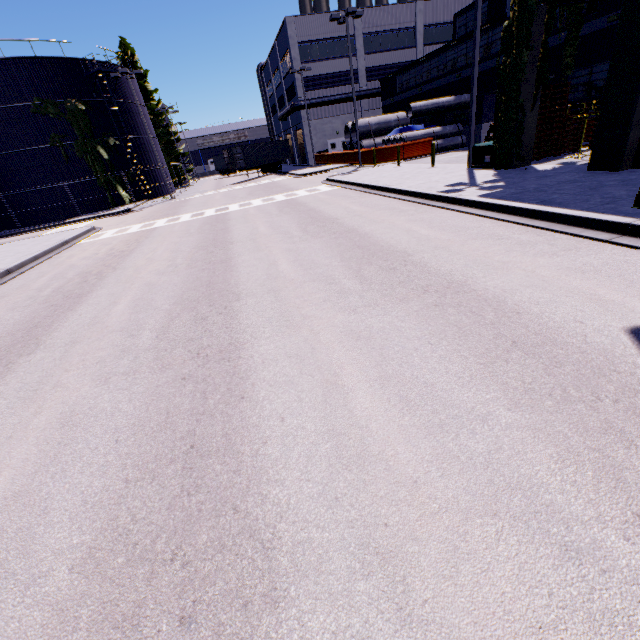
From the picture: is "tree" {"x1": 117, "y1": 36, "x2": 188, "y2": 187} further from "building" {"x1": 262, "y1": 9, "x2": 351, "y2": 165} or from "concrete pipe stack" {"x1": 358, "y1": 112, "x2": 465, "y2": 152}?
"concrete pipe stack" {"x1": 358, "y1": 112, "x2": 465, "y2": 152}

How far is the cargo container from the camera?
37.55m

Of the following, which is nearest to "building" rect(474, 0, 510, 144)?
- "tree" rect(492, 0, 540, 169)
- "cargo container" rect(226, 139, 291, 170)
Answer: "tree" rect(492, 0, 540, 169)

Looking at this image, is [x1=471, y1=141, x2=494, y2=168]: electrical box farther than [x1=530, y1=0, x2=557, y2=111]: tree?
Yes

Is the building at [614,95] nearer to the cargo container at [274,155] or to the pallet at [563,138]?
the pallet at [563,138]

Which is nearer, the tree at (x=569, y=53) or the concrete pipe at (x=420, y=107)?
the tree at (x=569, y=53)

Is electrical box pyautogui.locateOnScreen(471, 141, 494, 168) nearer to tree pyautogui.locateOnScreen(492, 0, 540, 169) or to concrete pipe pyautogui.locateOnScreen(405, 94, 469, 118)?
tree pyautogui.locateOnScreen(492, 0, 540, 169)

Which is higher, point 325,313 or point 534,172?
point 534,172
